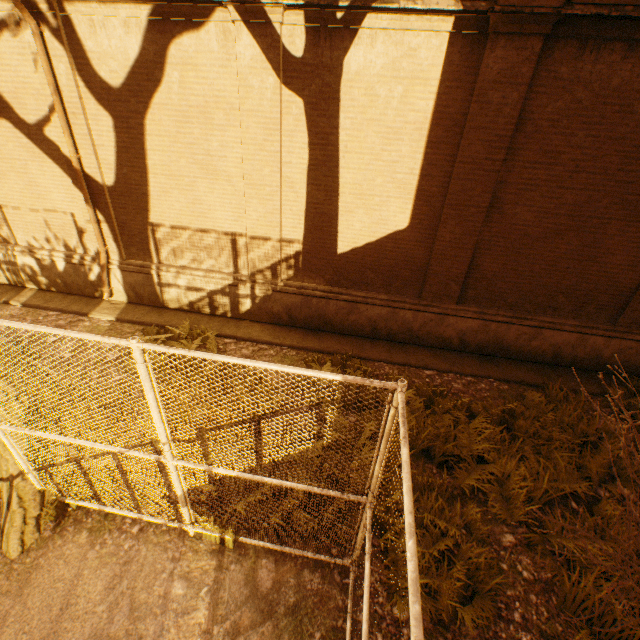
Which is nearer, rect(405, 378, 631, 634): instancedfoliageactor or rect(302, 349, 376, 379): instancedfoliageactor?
rect(405, 378, 631, 634): instancedfoliageactor

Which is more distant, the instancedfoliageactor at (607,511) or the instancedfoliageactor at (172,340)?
the instancedfoliageactor at (172,340)

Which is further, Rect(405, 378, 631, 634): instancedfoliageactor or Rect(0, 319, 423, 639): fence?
Rect(405, 378, 631, 634): instancedfoliageactor

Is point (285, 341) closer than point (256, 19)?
No

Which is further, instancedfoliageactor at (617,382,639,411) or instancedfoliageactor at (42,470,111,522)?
instancedfoliageactor at (617,382,639,411)

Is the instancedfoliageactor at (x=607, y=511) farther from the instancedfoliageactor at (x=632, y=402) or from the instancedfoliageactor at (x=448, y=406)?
the instancedfoliageactor at (x=632, y=402)

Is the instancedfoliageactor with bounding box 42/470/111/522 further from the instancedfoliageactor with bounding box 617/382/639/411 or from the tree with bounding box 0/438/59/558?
the instancedfoliageactor with bounding box 617/382/639/411
